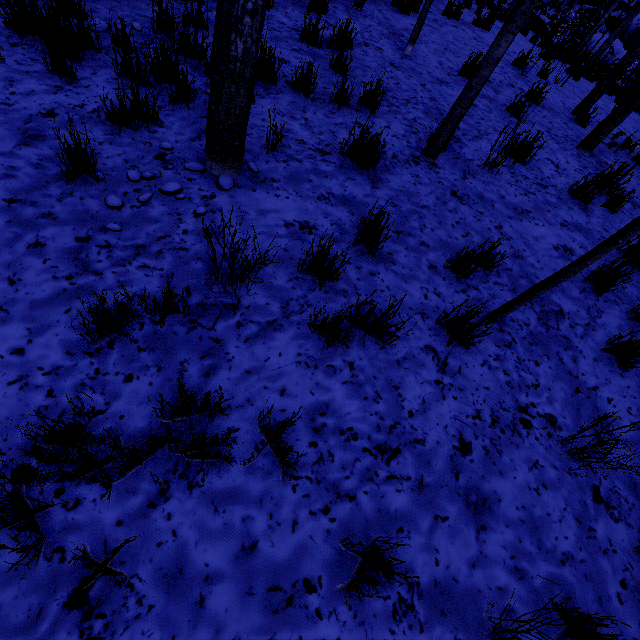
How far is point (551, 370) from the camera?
2.7m

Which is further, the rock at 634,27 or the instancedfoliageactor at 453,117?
the rock at 634,27

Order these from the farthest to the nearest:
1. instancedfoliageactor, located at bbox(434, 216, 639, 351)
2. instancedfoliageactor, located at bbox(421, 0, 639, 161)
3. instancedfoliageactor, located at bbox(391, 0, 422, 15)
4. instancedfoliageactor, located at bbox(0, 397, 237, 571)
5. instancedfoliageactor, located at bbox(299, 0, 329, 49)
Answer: instancedfoliageactor, located at bbox(391, 0, 422, 15) < instancedfoliageactor, located at bbox(299, 0, 329, 49) < instancedfoliageactor, located at bbox(421, 0, 639, 161) < instancedfoliageactor, located at bbox(434, 216, 639, 351) < instancedfoliageactor, located at bbox(0, 397, 237, 571)

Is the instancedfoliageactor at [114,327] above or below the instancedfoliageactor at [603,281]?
below

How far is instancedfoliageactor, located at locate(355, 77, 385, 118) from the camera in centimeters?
385cm

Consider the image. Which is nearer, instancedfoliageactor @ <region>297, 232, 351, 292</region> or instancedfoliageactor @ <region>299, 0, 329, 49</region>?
instancedfoliageactor @ <region>297, 232, 351, 292</region>

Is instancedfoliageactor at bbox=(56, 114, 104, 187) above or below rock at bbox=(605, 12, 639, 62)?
below
